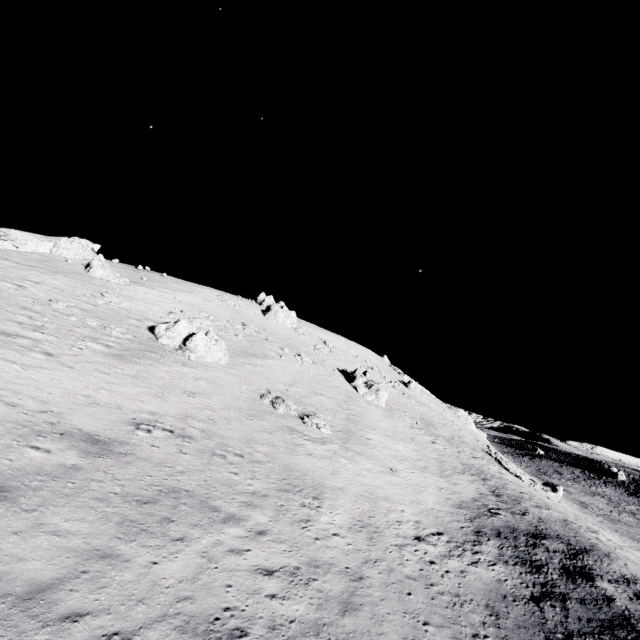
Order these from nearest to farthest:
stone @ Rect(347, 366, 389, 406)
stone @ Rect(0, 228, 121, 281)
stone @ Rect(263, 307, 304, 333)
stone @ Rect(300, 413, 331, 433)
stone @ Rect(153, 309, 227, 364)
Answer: stone @ Rect(300, 413, 331, 433) < stone @ Rect(153, 309, 227, 364) < stone @ Rect(0, 228, 121, 281) < stone @ Rect(347, 366, 389, 406) < stone @ Rect(263, 307, 304, 333)

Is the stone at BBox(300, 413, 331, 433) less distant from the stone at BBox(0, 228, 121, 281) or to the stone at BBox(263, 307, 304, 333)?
the stone at BBox(263, 307, 304, 333)

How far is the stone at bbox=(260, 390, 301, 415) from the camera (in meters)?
27.11

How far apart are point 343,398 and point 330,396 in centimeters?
230cm

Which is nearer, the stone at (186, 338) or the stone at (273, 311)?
the stone at (186, 338)

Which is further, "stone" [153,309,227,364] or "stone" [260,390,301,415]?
"stone" [153,309,227,364]

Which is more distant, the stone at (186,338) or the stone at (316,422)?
the stone at (186,338)

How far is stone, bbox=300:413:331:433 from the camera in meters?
26.8 m
